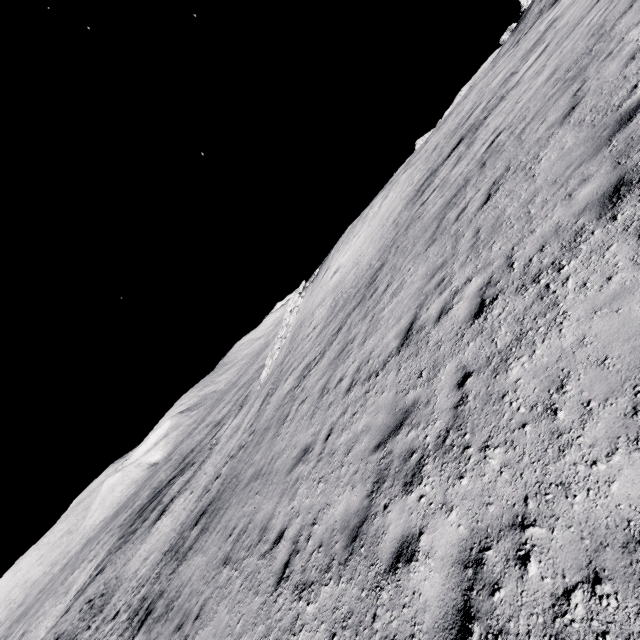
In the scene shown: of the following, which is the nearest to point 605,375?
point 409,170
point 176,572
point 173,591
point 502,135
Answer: point 502,135
